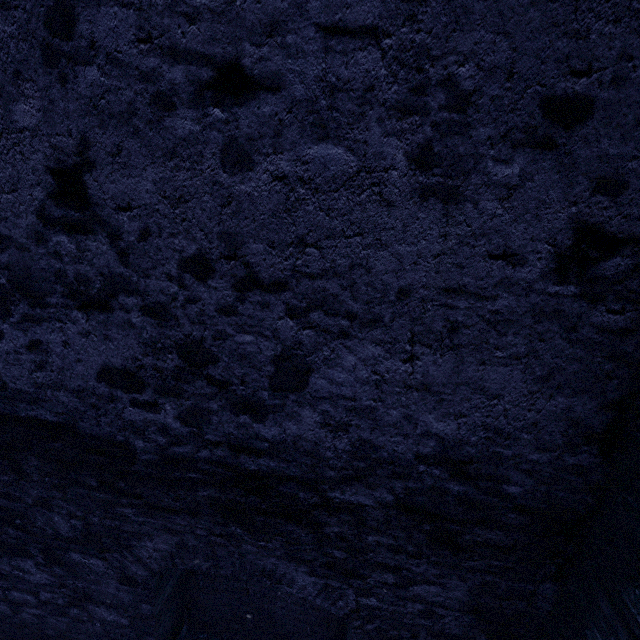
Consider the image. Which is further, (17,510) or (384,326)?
(17,510)
